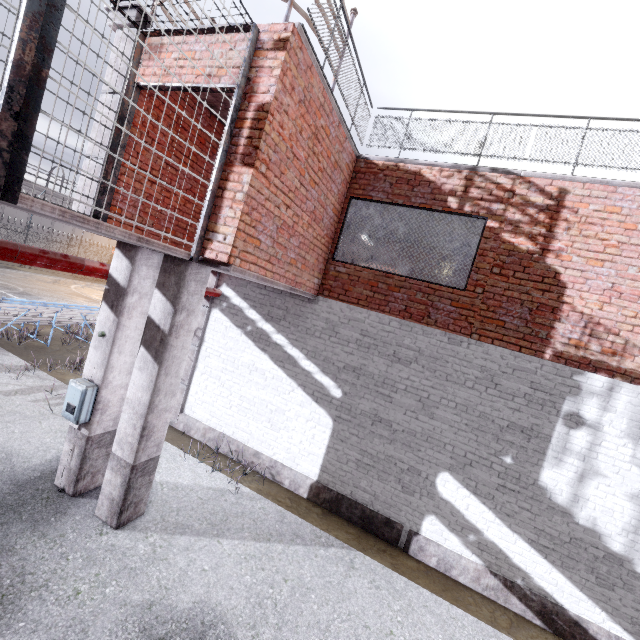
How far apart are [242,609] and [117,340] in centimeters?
403cm

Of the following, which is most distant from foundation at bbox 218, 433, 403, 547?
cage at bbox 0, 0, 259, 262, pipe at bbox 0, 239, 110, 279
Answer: cage at bbox 0, 0, 259, 262

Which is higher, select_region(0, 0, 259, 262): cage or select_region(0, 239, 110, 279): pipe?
select_region(0, 0, 259, 262): cage

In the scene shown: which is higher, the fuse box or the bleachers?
the fuse box

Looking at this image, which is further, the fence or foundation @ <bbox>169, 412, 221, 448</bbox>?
the fence

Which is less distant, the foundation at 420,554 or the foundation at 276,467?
the foundation at 420,554

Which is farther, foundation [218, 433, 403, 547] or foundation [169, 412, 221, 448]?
foundation [169, 412, 221, 448]

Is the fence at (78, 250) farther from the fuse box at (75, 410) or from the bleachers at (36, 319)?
the bleachers at (36, 319)
